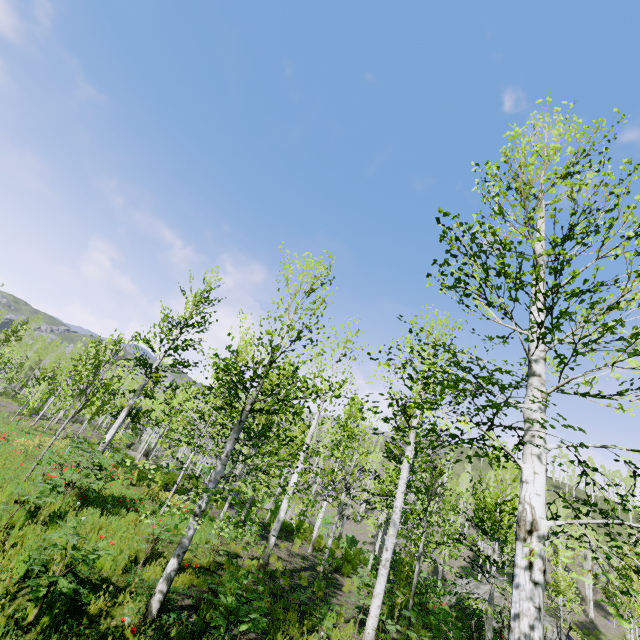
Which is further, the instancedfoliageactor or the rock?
the rock

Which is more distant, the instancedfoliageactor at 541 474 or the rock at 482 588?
the rock at 482 588

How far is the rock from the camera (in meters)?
19.05

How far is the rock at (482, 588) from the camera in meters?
19.0

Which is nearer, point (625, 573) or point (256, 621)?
point (256, 621)
